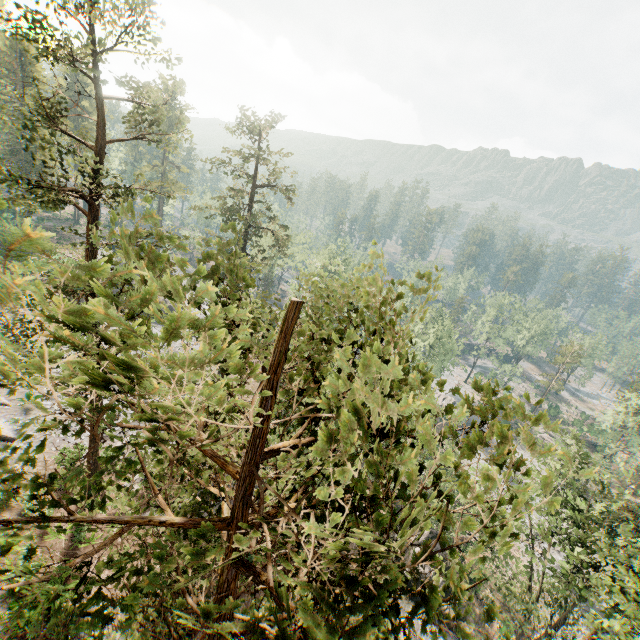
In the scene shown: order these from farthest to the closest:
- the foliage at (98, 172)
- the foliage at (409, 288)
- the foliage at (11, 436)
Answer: the foliage at (409, 288) → the foliage at (11, 436) → the foliage at (98, 172)

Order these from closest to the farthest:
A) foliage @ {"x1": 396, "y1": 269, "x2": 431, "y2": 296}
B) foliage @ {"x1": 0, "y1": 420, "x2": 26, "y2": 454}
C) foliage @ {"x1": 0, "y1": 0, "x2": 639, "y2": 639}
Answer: foliage @ {"x1": 0, "y1": 0, "x2": 639, "y2": 639}, foliage @ {"x1": 0, "y1": 420, "x2": 26, "y2": 454}, foliage @ {"x1": 396, "y1": 269, "x2": 431, "y2": 296}

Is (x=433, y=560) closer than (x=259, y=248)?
Yes

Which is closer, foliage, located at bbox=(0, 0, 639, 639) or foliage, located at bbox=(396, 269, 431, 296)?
foliage, located at bbox=(0, 0, 639, 639)

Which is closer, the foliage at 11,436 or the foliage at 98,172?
the foliage at 98,172

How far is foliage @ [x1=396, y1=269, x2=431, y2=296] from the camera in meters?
4.6
